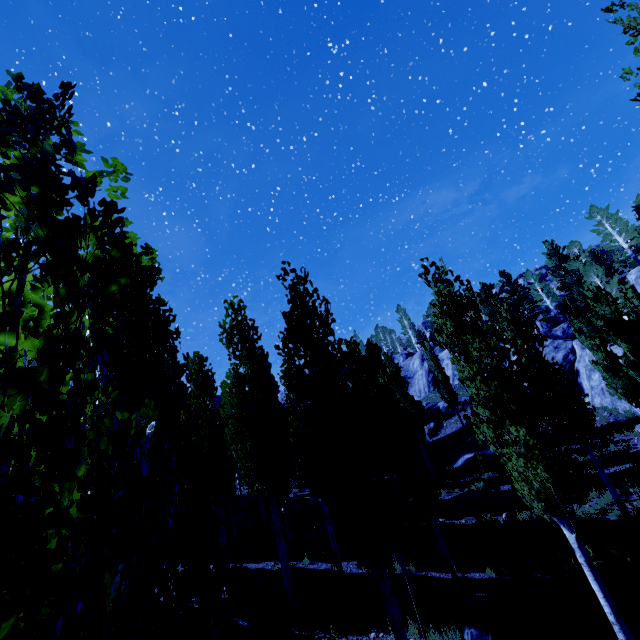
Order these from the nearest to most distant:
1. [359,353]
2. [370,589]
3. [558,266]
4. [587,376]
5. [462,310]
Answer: [462,310]
[370,589]
[359,353]
[587,376]
[558,266]

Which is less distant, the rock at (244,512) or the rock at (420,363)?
the rock at (244,512)

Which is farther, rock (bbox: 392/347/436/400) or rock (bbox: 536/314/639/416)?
rock (bbox: 392/347/436/400)

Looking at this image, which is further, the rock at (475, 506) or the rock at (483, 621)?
the rock at (475, 506)

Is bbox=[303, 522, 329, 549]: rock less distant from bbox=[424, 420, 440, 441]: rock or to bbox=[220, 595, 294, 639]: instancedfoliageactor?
bbox=[220, 595, 294, 639]: instancedfoliageactor

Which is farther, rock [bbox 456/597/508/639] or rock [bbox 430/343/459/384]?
rock [bbox 430/343/459/384]

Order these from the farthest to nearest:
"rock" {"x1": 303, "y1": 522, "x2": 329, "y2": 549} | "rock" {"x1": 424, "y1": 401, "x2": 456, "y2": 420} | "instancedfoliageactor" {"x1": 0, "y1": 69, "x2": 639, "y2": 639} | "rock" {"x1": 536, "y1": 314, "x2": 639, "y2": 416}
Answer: "rock" {"x1": 424, "y1": 401, "x2": 456, "y2": 420}, "rock" {"x1": 536, "y1": 314, "x2": 639, "y2": 416}, "rock" {"x1": 303, "y1": 522, "x2": 329, "y2": 549}, "instancedfoliageactor" {"x1": 0, "y1": 69, "x2": 639, "y2": 639}

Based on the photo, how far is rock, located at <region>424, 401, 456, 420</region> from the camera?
35.9 meters
